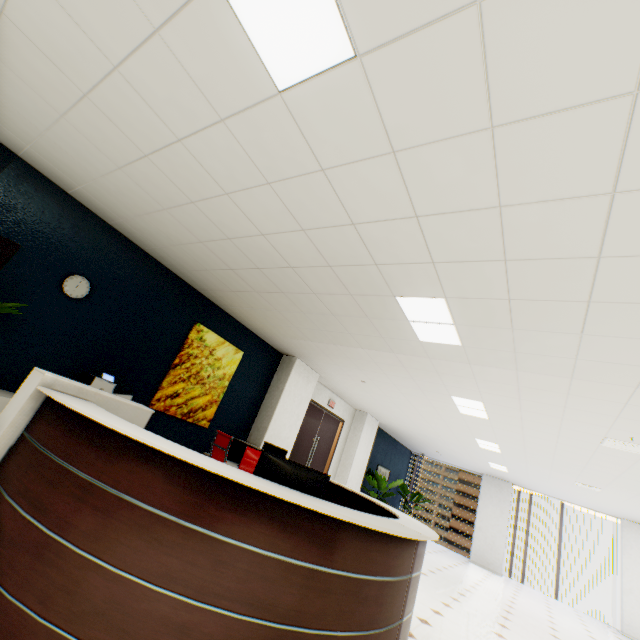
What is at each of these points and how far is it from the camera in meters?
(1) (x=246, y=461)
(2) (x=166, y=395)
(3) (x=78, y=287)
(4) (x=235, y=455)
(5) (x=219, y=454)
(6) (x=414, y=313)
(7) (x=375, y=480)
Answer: (1) chair, 3.4
(2) picture, 4.9
(3) clock, 3.9
(4) computer base unit, 5.9
(5) chair, 4.4
(6) light, 3.4
(7) plant, 9.7

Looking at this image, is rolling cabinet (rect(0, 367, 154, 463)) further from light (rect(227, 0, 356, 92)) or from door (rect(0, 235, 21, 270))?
light (rect(227, 0, 356, 92))

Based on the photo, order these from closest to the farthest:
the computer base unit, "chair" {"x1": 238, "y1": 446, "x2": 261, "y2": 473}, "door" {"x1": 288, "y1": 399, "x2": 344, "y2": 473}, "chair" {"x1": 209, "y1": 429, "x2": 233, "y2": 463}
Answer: "chair" {"x1": 238, "y1": 446, "x2": 261, "y2": 473}
"chair" {"x1": 209, "y1": 429, "x2": 233, "y2": 463}
the computer base unit
"door" {"x1": 288, "y1": 399, "x2": 344, "y2": 473}

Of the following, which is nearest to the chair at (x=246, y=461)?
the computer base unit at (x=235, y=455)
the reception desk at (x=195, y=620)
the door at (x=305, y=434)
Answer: the reception desk at (x=195, y=620)

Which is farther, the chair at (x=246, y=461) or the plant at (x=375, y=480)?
the plant at (x=375, y=480)

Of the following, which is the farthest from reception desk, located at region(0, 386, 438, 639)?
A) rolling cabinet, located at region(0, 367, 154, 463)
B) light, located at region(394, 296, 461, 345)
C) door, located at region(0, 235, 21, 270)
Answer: light, located at region(394, 296, 461, 345)

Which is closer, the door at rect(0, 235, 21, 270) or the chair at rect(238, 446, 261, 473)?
the door at rect(0, 235, 21, 270)

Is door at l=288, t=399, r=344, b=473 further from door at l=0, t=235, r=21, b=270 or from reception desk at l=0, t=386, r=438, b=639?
door at l=0, t=235, r=21, b=270
